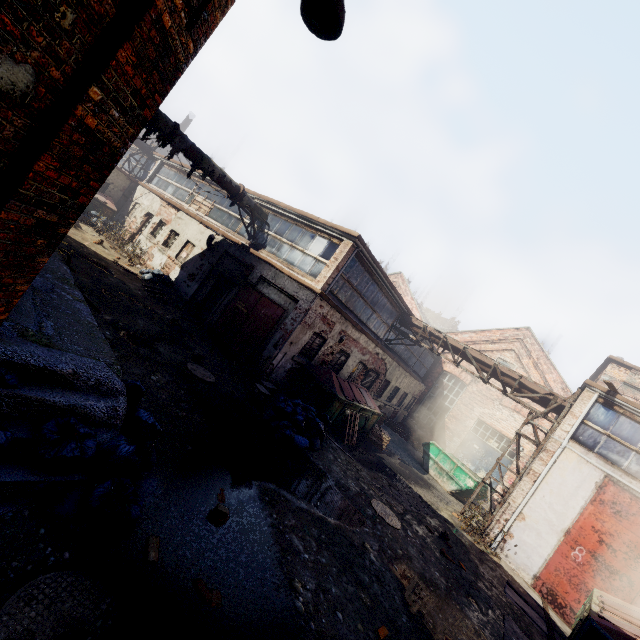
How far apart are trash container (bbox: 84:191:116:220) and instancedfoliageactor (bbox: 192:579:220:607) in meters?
22.0

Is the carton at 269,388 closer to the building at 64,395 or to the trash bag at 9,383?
the building at 64,395

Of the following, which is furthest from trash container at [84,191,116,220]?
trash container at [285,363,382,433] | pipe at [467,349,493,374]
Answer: pipe at [467,349,493,374]

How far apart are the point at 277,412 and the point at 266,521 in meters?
4.0

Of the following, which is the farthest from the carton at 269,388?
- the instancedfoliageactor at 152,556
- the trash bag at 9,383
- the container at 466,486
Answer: the container at 466,486

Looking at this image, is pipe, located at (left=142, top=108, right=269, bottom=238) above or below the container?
above

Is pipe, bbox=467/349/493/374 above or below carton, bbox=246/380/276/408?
above

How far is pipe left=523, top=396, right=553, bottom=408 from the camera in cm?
1241
